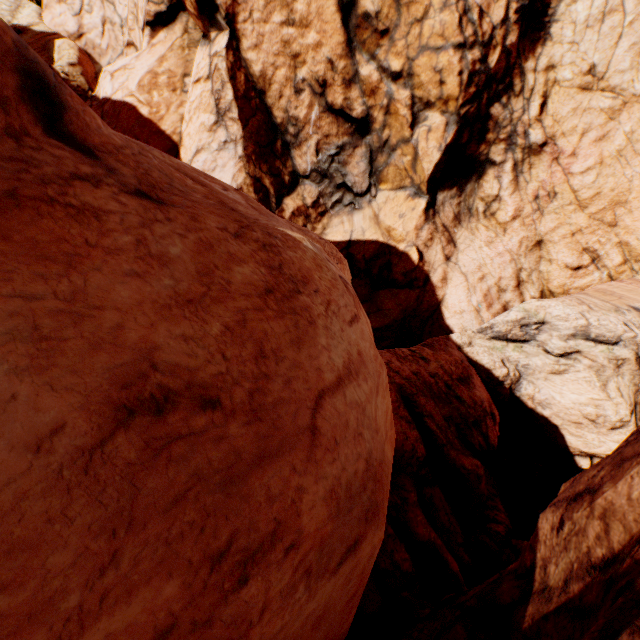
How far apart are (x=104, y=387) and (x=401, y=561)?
9.3m
